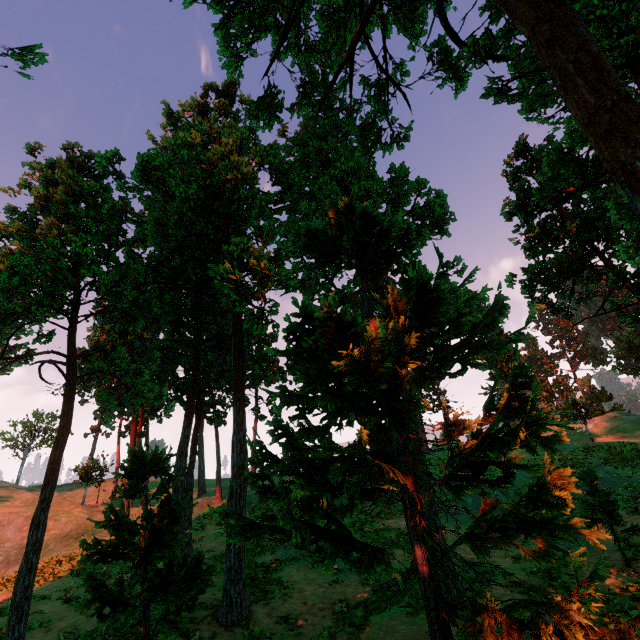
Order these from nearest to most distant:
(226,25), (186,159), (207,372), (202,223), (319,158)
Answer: (226,25) < (186,159) < (319,158) < (202,223) < (207,372)

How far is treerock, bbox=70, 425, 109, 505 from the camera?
38.7 meters

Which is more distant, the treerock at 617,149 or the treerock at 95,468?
the treerock at 95,468

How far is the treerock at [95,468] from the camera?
38.69m

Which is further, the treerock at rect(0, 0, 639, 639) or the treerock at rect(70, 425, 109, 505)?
the treerock at rect(70, 425, 109, 505)
